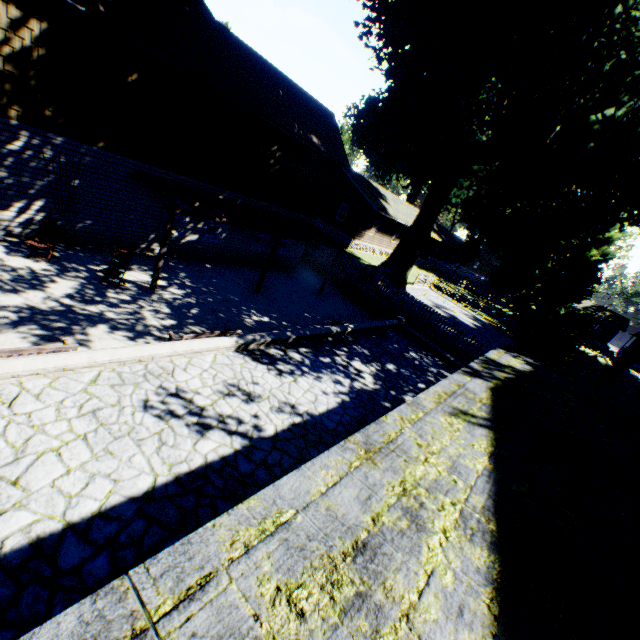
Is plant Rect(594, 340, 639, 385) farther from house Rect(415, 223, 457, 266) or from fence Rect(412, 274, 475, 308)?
house Rect(415, 223, 457, 266)

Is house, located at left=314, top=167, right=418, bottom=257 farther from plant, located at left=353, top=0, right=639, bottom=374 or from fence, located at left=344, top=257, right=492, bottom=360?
fence, located at left=344, top=257, right=492, bottom=360

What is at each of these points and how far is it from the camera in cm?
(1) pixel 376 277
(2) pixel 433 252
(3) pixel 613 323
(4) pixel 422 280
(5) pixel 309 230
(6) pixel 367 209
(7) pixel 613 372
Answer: (1) fence, 2009
(2) house, 5528
(3) house, 5775
(4) fence, 3014
(5) veranda, 1708
(6) house, 3020
(7) plant, 2227

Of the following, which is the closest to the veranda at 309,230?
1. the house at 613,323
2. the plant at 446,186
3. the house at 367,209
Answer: the plant at 446,186

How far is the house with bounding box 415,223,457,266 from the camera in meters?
43.9 m

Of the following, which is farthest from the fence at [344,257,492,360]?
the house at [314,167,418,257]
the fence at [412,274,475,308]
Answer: the house at [314,167,418,257]

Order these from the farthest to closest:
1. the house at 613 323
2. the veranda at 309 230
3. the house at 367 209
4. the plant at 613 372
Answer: the house at 613 323 < the house at 367 209 < the plant at 613 372 < the veranda at 309 230

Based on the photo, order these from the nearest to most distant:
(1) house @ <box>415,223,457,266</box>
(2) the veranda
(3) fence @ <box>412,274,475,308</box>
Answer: (2) the veranda
(3) fence @ <box>412,274,475,308</box>
(1) house @ <box>415,223,457,266</box>
